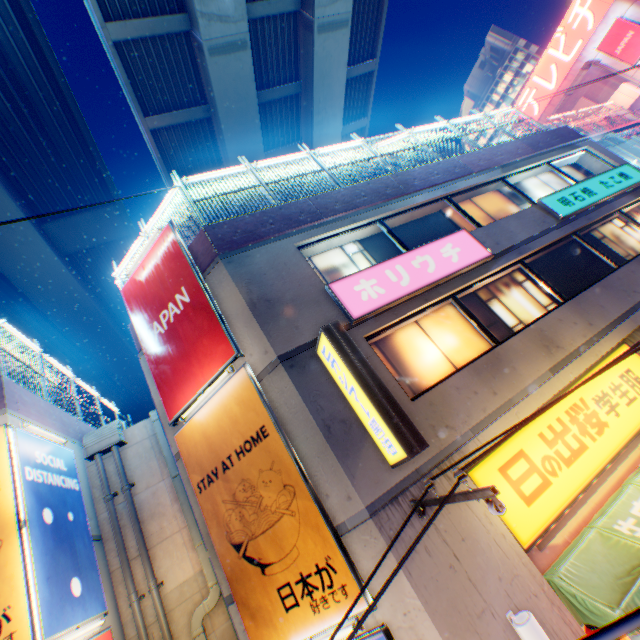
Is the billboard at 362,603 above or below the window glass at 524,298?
below

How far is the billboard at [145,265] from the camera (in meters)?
6.99

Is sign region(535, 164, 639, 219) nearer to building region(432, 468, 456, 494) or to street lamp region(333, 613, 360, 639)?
building region(432, 468, 456, 494)

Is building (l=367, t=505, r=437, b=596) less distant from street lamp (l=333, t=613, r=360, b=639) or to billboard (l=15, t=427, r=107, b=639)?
street lamp (l=333, t=613, r=360, b=639)

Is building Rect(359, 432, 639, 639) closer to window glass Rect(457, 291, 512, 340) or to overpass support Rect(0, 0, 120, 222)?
window glass Rect(457, 291, 512, 340)

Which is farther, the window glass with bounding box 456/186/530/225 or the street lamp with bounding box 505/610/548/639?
the window glass with bounding box 456/186/530/225

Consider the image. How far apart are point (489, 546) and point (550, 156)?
13.7m

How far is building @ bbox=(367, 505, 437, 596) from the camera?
4.8 meters
